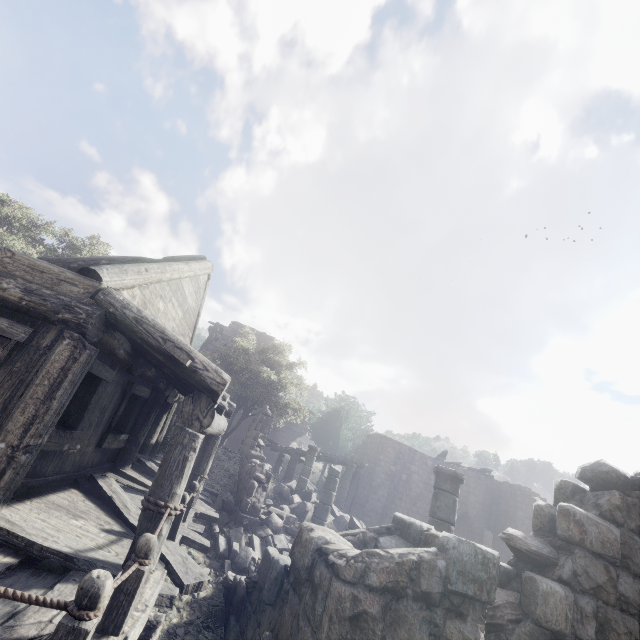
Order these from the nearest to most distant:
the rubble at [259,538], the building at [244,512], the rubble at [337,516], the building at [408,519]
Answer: the building at [408,519] → the rubble at [259,538] → the building at [244,512] → the rubble at [337,516]

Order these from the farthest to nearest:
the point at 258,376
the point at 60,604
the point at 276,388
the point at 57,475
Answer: the point at 258,376 → the point at 276,388 → the point at 57,475 → the point at 60,604

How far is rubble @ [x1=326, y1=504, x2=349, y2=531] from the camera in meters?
13.9 m

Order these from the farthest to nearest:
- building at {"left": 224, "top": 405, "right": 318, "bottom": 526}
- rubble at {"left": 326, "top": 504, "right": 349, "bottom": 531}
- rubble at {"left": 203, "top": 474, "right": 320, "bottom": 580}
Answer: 1. rubble at {"left": 326, "top": 504, "right": 349, "bottom": 531}
2. building at {"left": 224, "top": 405, "right": 318, "bottom": 526}
3. rubble at {"left": 203, "top": 474, "right": 320, "bottom": 580}

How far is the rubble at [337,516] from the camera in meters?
13.9 m

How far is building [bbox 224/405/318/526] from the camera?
10.58m

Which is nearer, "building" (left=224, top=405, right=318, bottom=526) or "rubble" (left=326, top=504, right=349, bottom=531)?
"building" (left=224, top=405, right=318, bottom=526)
